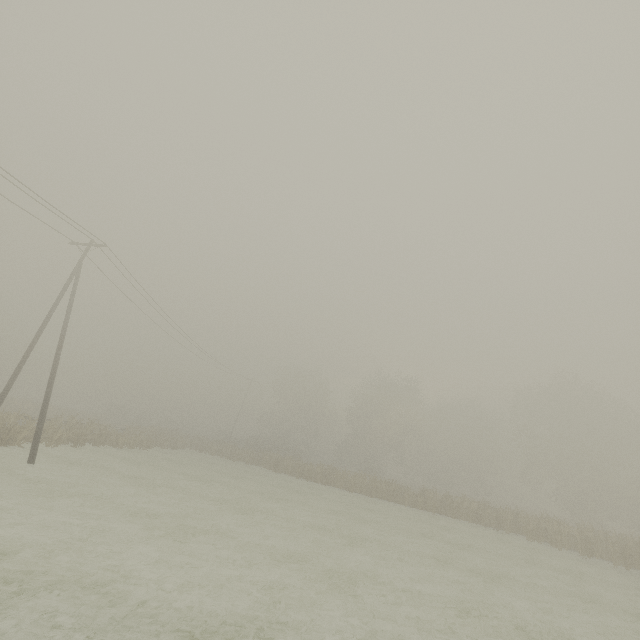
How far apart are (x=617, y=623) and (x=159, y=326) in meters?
33.6 m
